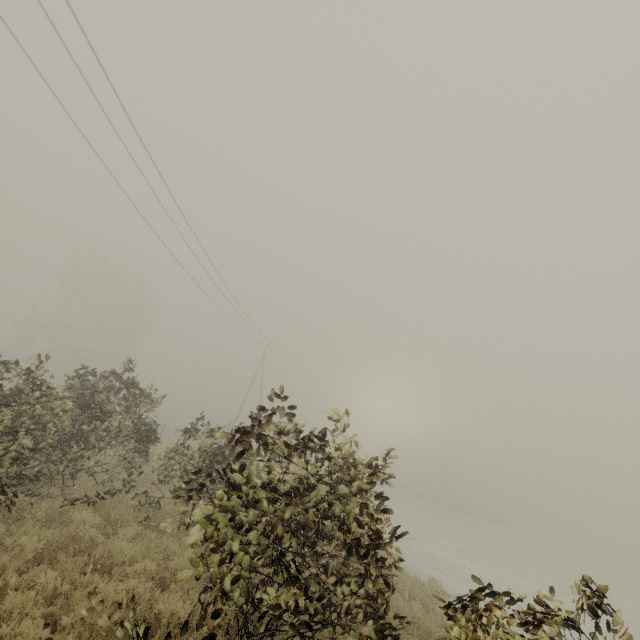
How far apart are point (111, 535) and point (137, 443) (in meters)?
2.25
